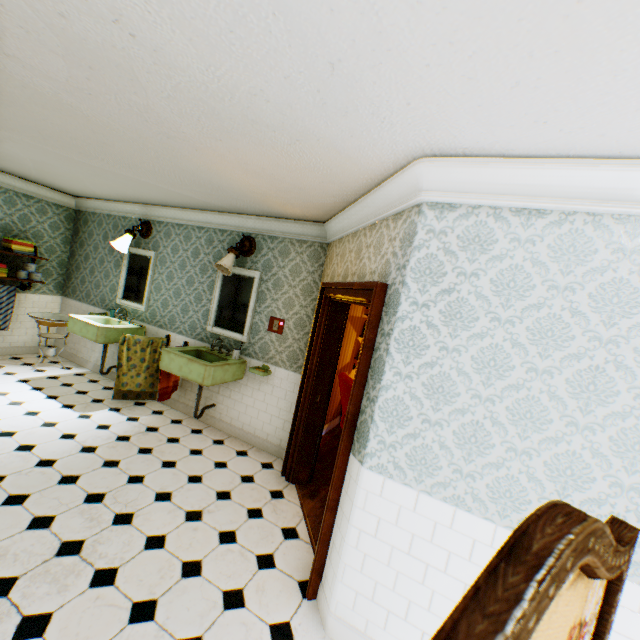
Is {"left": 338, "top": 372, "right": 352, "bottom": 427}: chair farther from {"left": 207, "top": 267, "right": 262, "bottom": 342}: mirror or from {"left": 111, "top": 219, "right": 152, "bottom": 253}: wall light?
{"left": 111, "top": 219, "right": 152, "bottom": 253}: wall light

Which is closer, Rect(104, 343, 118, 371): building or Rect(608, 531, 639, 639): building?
Rect(608, 531, 639, 639): building

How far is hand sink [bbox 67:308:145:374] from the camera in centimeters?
487cm

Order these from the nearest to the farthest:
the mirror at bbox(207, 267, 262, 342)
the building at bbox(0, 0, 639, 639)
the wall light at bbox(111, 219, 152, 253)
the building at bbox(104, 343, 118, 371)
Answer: the building at bbox(0, 0, 639, 639) → the mirror at bbox(207, 267, 262, 342) → the wall light at bbox(111, 219, 152, 253) → the building at bbox(104, 343, 118, 371)

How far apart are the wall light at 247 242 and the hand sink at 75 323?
2.1m

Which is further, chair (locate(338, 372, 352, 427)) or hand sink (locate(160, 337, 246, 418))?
chair (locate(338, 372, 352, 427))

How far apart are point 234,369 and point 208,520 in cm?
183

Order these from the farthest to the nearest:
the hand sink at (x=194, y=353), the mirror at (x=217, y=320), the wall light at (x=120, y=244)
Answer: the wall light at (x=120, y=244), the mirror at (x=217, y=320), the hand sink at (x=194, y=353)
